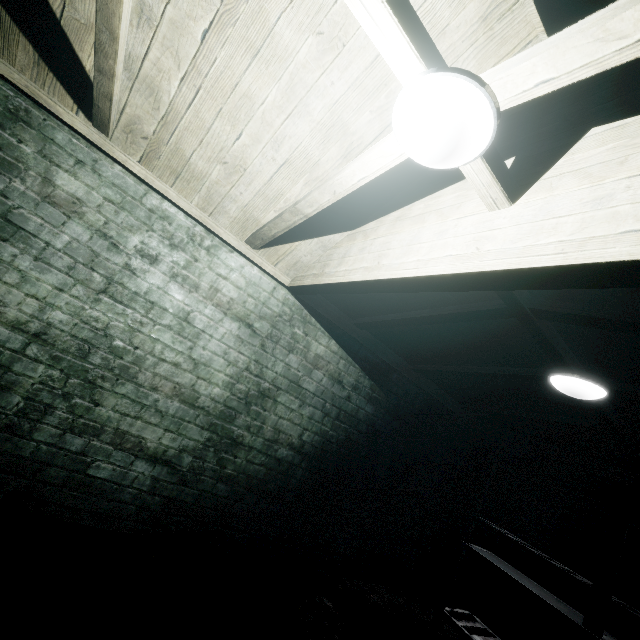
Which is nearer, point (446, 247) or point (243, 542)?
point (446, 247)

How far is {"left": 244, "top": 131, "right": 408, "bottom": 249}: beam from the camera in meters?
1.3 m

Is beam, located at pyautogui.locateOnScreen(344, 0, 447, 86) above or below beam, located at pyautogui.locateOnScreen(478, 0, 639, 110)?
above

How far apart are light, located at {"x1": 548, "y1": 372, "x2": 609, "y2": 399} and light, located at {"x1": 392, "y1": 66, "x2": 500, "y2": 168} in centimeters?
184cm

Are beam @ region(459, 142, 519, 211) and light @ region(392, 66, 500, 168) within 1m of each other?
yes

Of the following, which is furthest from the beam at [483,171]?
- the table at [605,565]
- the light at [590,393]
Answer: the table at [605,565]

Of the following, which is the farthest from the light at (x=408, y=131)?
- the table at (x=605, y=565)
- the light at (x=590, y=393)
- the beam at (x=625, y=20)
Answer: the table at (x=605, y=565)

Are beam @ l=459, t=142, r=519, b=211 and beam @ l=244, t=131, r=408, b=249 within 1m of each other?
yes
